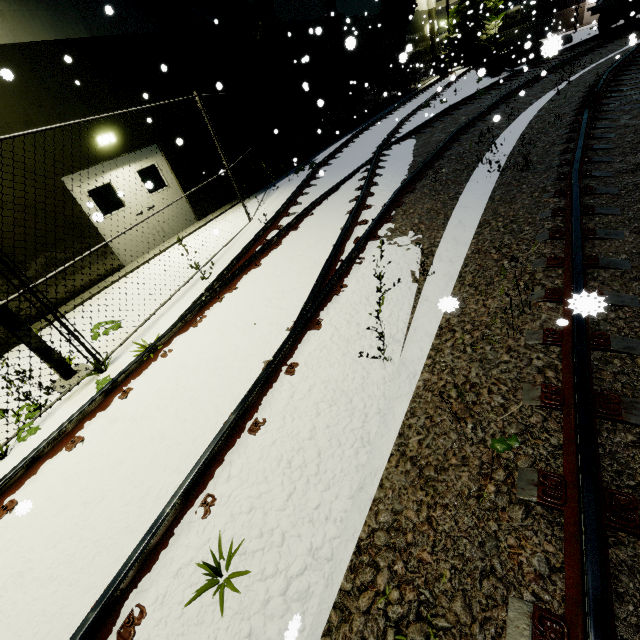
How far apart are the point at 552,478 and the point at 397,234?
4.2m

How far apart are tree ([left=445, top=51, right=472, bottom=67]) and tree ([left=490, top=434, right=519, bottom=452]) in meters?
36.8 m

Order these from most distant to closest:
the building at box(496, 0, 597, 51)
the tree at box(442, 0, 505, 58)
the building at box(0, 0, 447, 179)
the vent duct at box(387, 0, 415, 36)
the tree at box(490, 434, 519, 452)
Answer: the building at box(496, 0, 597, 51) → the tree at box(442, 0, 505, 58) → the vent duct at box(387, 0, 415, 36) → the building at box(0, 0, 447, 179) → the tree at box(490, 434, 519, 452)

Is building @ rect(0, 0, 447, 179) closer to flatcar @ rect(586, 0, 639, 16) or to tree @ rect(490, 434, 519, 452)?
tree @ rect(490, 434, 519, 452)

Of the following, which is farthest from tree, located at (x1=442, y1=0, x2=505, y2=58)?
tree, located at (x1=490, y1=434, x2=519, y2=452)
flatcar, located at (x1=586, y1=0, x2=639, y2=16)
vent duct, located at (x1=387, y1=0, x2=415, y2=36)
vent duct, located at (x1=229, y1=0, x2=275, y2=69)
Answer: tree, located at (x1=490, y1=434, x2=519, y2=452)

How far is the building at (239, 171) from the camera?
12.1 meters

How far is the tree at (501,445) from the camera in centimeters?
220cm

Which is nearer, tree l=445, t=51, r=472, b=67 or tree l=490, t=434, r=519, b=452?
tree l=490, t=434, r=519, b=452
